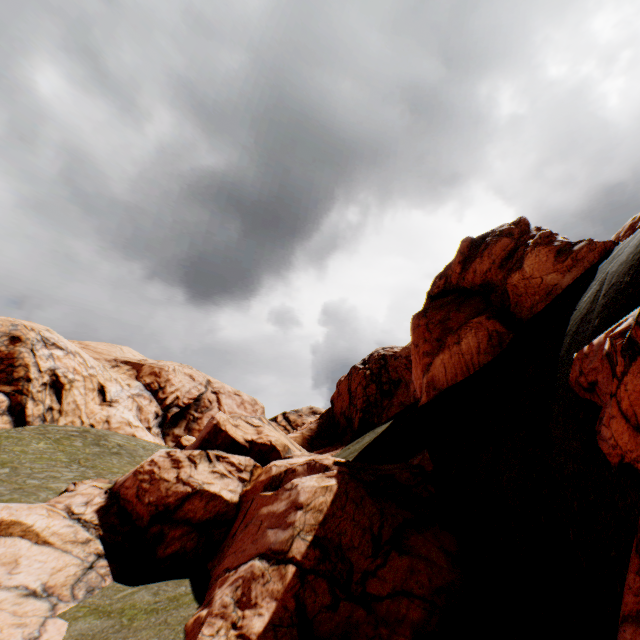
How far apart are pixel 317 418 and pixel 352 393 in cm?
618

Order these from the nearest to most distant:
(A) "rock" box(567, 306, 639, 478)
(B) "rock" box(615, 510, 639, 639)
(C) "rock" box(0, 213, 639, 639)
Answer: (B) "rock" box(615, 510, 639, 639), (A) "rock" box(567, 306, 639, 478), (C) "rock" box(0, 213, 639, 639)

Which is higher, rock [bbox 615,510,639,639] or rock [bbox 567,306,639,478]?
rock [bbox 567,306,639,478]

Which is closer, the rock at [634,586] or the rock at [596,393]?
the rock at [634,586]

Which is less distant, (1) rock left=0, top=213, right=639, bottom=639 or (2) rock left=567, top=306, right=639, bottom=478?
(2) rock left=567, top=306, right=639, bottom=478
